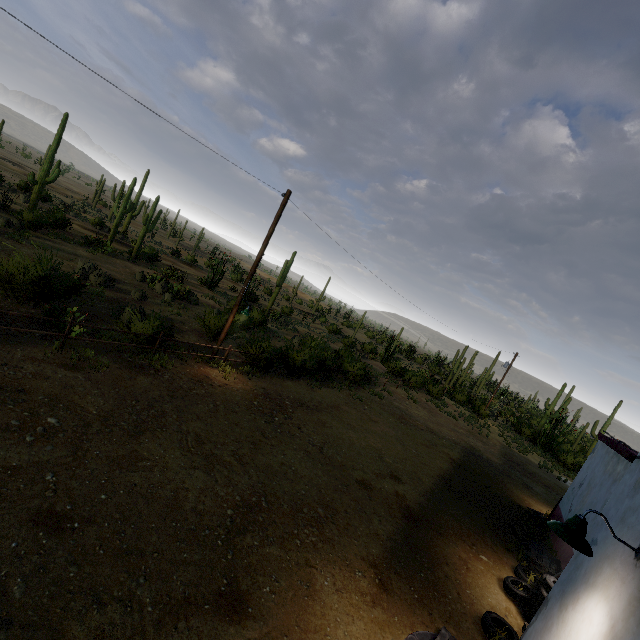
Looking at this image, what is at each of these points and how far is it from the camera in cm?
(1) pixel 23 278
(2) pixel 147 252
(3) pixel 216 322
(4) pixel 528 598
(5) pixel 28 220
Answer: (1) plant, 1044
(2) plant, 3269
(3) plant, 1598
(4) tire, 735
(5) plant, 2322

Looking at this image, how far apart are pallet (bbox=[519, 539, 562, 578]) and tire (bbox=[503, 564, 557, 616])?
0.1m

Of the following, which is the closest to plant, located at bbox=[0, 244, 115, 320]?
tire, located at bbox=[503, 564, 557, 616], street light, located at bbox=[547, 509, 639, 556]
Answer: tire, located at bbox=[503, 564, 557, 616]

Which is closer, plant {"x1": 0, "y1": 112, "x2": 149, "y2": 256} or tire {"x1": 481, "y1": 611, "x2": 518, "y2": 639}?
tire {"x1": 481, "y1": 611, "x2": 518, "y2": 639}

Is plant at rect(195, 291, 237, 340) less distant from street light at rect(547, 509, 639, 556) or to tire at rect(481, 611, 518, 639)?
tire at rect(481, 611, 518, 639)

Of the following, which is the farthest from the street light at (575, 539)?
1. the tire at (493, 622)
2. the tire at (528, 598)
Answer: the tire at (528, 598)

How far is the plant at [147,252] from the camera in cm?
2181

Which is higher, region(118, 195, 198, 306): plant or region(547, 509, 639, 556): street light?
region(547, 509, 639, 556): street light
